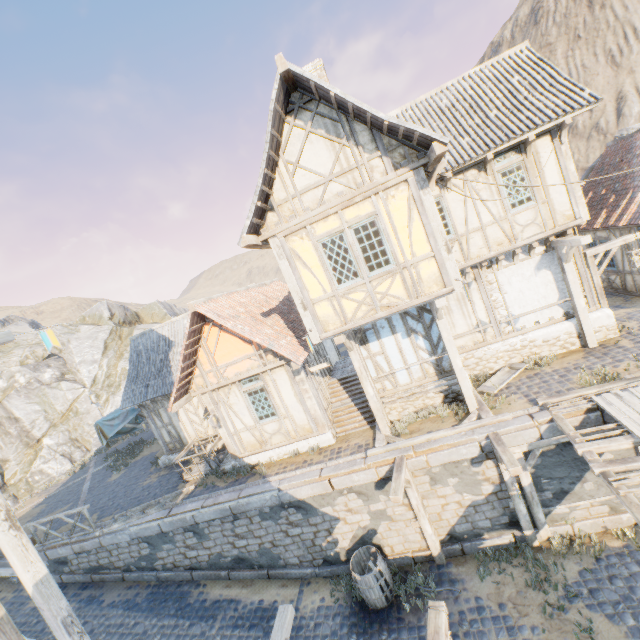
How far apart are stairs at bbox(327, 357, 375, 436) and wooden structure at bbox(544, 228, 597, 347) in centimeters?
709cm

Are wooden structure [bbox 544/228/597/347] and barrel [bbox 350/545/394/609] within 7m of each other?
no

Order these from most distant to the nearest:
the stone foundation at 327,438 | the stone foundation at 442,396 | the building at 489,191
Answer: the stone foundation at 327,438, the stone foundation at 442,396, the building at 489,191

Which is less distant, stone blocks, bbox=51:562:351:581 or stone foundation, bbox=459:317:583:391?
stone blocks, bbox=51:562:351:581

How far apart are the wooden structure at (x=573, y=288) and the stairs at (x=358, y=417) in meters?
7.1

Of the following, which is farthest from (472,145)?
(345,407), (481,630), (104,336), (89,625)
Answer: (104,336)

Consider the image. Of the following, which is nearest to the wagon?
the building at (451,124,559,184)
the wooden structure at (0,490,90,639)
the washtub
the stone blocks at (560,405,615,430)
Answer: the stone blocks at (560,405,615,430)

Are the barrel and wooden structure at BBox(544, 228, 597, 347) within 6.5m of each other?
no
